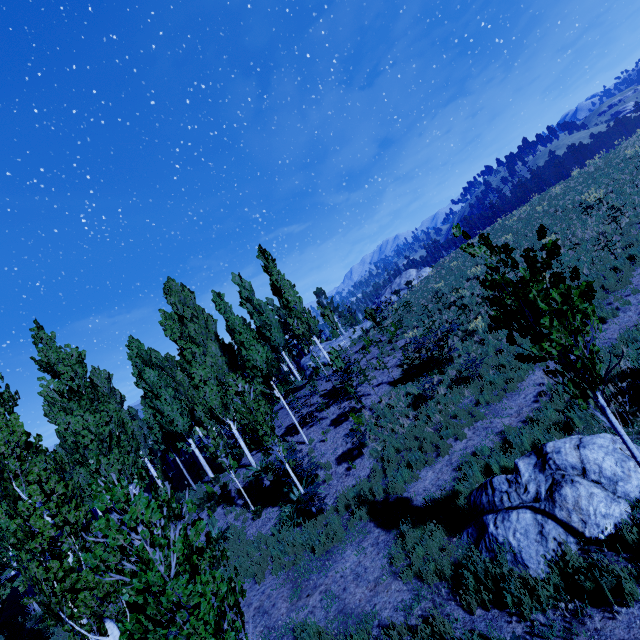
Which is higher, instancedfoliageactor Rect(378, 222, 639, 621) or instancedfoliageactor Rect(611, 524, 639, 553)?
instancedfoliageactor Rect(378, 222, 639, 621)

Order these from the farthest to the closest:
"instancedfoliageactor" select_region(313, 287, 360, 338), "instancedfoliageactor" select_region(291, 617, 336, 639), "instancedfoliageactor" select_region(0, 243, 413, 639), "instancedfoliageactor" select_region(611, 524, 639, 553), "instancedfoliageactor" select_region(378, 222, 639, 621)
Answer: "instancedfoliageactor" select_region(313, 287, 360, 338)
"instancedfoliageactor" select_region(291, 617, 336, 639)
"instancedfoliageactor" select_region(611, 524, 639, 553)
"instancedfoliageactor" select_region(378, 222, 639, 621)
"instancedfoliageactor" select_region(0, 243, 413, 639)

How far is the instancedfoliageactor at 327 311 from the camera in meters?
23.9

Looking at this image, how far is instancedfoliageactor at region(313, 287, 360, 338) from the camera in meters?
23.9

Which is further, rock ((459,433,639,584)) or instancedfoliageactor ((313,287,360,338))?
instancedfoliageactor ((313,287,360,338))

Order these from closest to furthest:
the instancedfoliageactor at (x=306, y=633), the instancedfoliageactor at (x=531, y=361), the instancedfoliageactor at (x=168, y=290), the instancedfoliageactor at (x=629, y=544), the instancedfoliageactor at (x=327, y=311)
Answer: the instancedfoliageactor at (x=168, y=290)
the instancedfoliageactor at (x=531, y=361)
the instancedfoliageactor at (x=629, y=544)
the instancedfoliageactor at (x=306, y=633)
the instancedfoliageactor at (x=327, y=311)

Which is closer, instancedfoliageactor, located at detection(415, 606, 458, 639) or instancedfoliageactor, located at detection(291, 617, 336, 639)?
instancedfoliageactor, located at detection(415, 606, 458, 639)

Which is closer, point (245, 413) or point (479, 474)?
point (479, 474)
